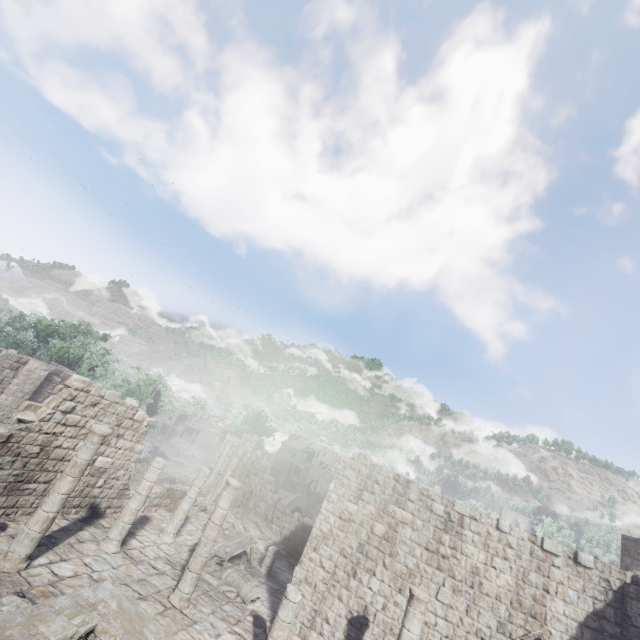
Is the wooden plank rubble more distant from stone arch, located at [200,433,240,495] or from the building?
stone arch, located at [200,433,240,495]

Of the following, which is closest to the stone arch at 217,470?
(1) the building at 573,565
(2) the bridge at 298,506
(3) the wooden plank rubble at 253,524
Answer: (1) the building at 573,565

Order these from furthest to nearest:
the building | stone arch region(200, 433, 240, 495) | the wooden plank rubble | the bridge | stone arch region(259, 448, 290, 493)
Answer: the bridge, stone arch region(200, 433, 240, 495), stone arch region(259, 448, 290, 493), the wooden plank rubble, the building

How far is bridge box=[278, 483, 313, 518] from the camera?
43.00m

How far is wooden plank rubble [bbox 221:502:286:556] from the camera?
19.4 meters

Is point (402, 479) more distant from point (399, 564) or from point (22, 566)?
point (22, 566)

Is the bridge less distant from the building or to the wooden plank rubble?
the building

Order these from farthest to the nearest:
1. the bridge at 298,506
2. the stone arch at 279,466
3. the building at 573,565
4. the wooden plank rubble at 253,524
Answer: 1. the bridge at 298,506
2. the stone arch at 279,466
3. the wooden plank rubble at 253,524
4. the building at 573,565
